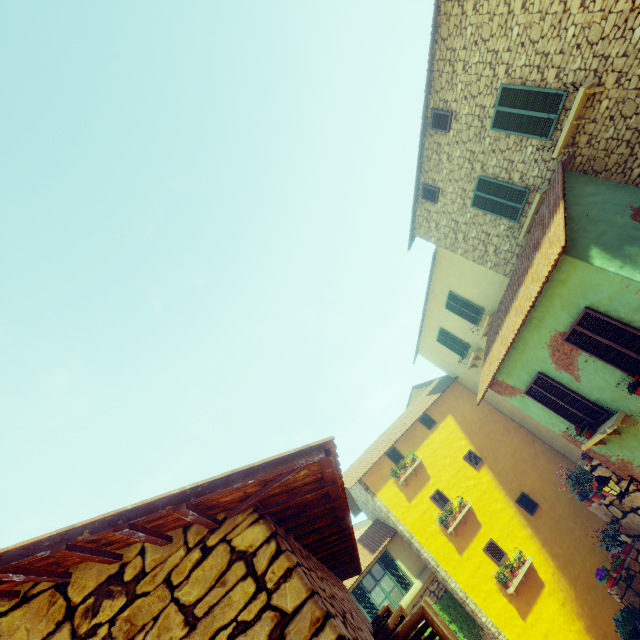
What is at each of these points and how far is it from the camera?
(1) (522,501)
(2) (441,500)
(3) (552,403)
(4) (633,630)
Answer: (1) window, 13.6m
(2) window, 14.0m
(3) window, 8.8m
(4) potted tree, 9.0m

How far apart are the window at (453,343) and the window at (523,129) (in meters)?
9.04

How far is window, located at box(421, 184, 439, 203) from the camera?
11.98m

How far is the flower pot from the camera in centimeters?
984cm

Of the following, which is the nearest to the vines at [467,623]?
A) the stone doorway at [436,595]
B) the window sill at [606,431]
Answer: the stone doorway at [436,595]

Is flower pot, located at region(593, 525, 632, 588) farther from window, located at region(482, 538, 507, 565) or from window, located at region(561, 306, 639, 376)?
window, located at region(561, 306, 639, 376)

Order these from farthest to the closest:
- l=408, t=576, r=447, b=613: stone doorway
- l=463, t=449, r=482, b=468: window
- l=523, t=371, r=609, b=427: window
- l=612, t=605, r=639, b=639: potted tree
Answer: l=463, t=449, r=482, b=468: window
l=408, t=576, r=447, b=613: stone doorway
l=612, t=605, r=639, b=639: potted tree
l=523, t=371, r=609, b=427: window

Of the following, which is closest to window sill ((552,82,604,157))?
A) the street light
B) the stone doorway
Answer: the street light
